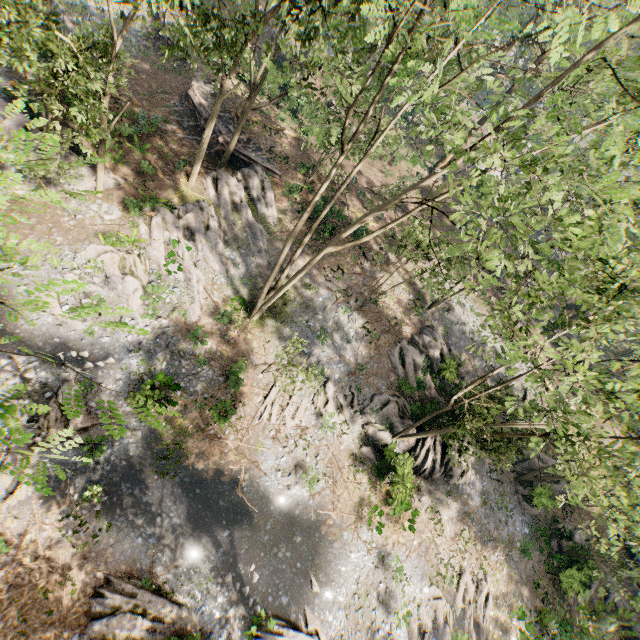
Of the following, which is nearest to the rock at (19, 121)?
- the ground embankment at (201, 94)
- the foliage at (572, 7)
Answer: the foliage at (572, 7)

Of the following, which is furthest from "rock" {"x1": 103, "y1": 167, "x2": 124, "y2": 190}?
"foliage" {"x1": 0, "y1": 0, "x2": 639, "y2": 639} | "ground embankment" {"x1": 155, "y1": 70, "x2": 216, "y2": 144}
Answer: "ground embankment" {"x1": 155, "y1": 70, "x2": 216, "y2": 144}

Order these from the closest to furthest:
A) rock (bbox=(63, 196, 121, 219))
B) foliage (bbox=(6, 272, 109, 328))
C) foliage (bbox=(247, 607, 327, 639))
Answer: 1. foliage (bbox=(6, 272, 109, 328))
2. foliage (bbox=(247, 607, 327, 639))
3. rock (bbox=(63, 196, 121, 219))

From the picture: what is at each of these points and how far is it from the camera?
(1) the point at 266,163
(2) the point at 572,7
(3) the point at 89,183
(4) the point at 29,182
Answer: (1) ground embankment, 27.3m
(2) foliage, 6.6m
(3) rock, 20.2m
(4) rock, 19.5m

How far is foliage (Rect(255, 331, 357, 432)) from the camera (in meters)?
17.55

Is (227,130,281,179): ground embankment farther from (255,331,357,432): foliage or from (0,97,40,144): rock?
(0,97,40,144): rock

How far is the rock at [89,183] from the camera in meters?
20.0
